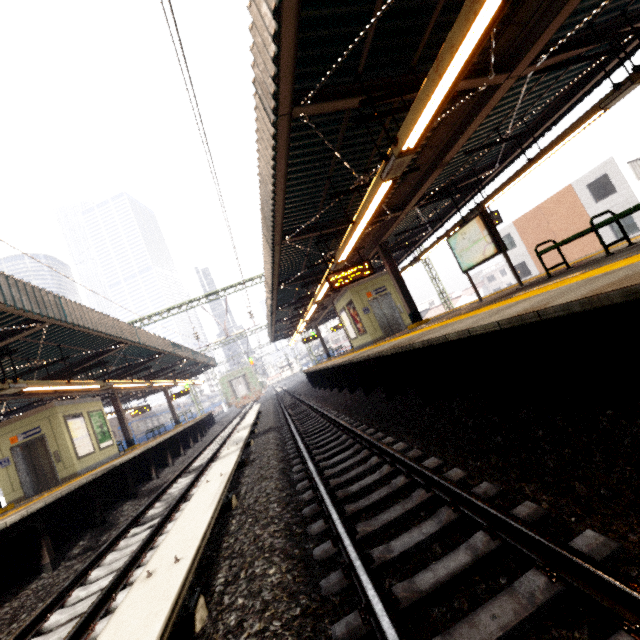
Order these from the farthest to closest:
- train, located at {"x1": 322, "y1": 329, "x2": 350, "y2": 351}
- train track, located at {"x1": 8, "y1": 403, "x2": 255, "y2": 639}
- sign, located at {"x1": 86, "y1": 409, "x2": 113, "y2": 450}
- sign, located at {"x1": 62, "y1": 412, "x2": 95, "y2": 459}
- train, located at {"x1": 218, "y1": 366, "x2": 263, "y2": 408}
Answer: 1. train, located at {"x1": 322, "y1": 329, "x2": 350, "y2": 351}
2. train, located at {"x1": 218, "y1": 366, "x2": 263, "y2": 408}
3. sign, located at {"x1": 86, "y1": 409, "x2": 113, "y2": 450}
4. sign, located at {"x1": 62, "y1": 412, "x2": 95, "y2": 459}
5. train track, located at {"x1": 8, "y1": 403, "x2": 255, "y2": 639}

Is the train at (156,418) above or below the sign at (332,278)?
below

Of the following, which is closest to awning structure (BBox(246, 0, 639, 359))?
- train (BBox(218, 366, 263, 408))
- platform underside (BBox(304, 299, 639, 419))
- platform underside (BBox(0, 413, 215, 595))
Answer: platform underside (BBox(304, 299, 639, 419))

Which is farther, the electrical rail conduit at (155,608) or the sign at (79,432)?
the sign at (79,432)

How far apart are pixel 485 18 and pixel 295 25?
2.1m

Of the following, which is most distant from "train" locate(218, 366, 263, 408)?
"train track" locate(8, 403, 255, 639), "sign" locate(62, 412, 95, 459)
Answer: "sign" locate(62, 412, 95, 459)

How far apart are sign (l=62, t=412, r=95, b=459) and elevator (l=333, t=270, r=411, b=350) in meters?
12.6 m

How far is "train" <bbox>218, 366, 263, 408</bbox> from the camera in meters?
37.1
